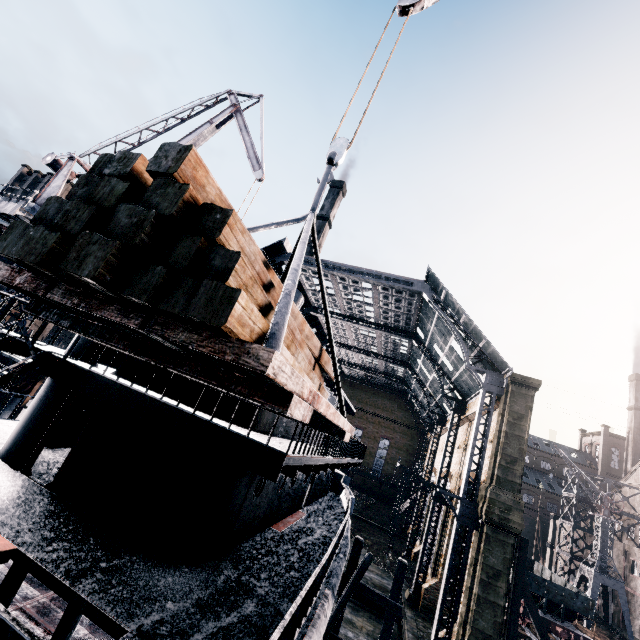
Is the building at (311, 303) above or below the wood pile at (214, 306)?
above

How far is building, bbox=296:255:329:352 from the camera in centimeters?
3088cm

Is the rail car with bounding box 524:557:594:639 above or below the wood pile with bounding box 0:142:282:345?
below

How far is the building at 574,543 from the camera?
44.2 meters

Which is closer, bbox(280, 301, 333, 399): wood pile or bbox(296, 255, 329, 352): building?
bbox(280, 301, 333, 399): wood pile

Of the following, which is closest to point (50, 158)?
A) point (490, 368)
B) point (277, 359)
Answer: point (277, 359)

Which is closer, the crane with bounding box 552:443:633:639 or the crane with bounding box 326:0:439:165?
the crane with bounding box 326:0:439:165

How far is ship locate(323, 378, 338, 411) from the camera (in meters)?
14.28
